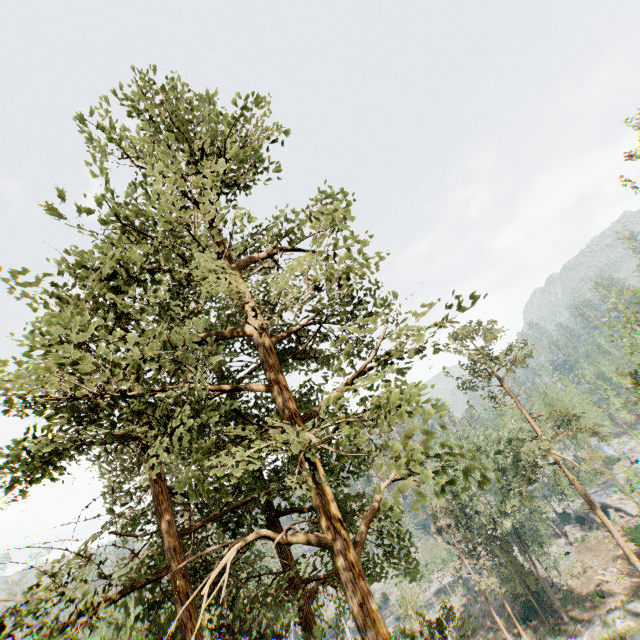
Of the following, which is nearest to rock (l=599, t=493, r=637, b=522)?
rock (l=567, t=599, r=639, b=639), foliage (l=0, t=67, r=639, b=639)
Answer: foliage (l=0, t=67, r=639, b=639)

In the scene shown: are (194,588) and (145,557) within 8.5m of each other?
yes

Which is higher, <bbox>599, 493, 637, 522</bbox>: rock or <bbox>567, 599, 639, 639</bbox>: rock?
<bbox>567, 599, 639, 639</bbox>: rock

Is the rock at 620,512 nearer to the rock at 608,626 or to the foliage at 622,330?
the foliage at 622,330

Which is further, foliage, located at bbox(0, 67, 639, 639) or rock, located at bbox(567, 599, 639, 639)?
rock, located at bbox(567, 599, 639, 639)

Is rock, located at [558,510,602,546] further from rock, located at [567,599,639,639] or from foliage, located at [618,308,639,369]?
rock, located at [567,599,639,639]

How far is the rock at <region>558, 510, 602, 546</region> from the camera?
44.41m

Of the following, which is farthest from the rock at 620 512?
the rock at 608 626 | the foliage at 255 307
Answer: the rock at 608 626
